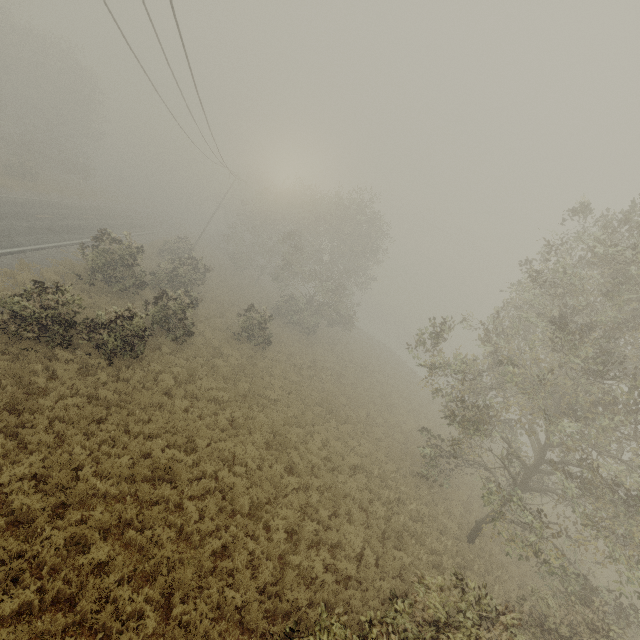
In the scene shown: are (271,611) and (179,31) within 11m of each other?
no
